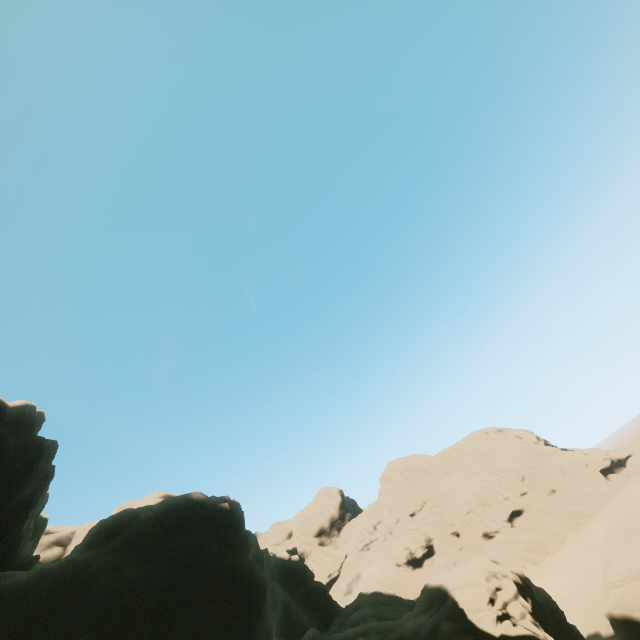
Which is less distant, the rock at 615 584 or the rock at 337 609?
the rock at 337 609

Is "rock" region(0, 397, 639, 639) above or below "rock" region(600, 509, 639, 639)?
above

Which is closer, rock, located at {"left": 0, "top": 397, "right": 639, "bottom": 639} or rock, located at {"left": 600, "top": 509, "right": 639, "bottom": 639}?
rock, located at {"left": 0, "top": 397, "right": 639, "bottom": 639}

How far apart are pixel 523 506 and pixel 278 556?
37.3 meters

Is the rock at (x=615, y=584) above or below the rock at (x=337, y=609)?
below
